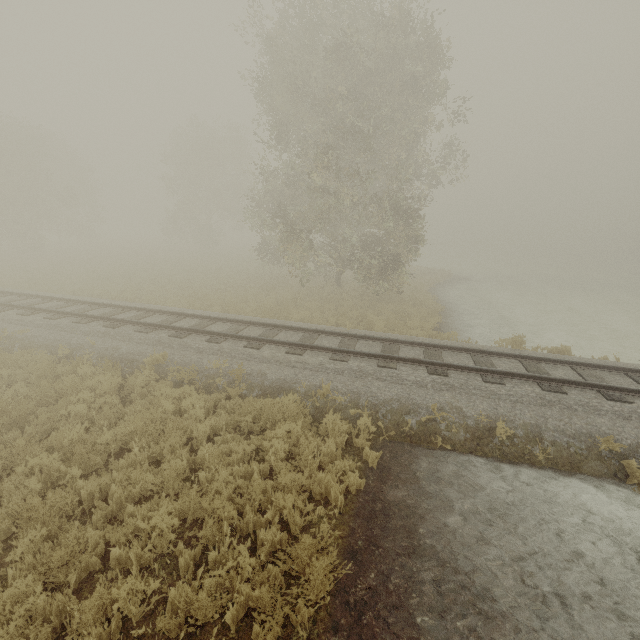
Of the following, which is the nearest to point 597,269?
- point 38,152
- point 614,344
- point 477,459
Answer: point 614,344
